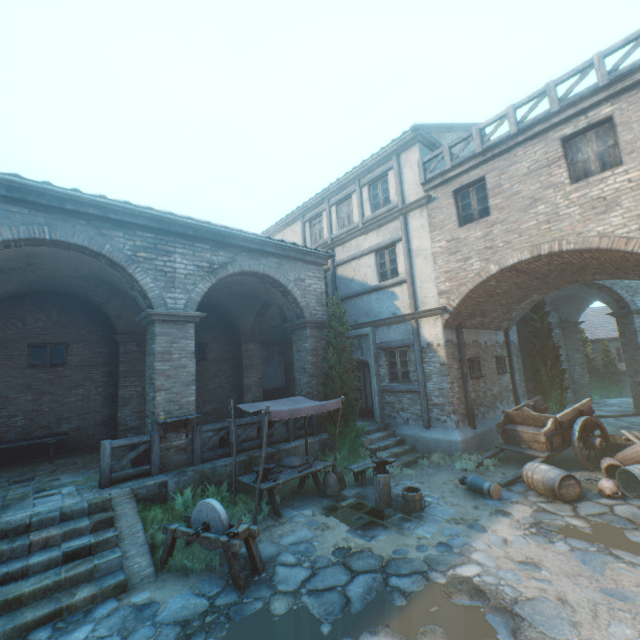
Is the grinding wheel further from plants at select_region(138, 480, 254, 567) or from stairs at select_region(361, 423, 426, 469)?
stairs at select_region(361, 423, 426, 469)

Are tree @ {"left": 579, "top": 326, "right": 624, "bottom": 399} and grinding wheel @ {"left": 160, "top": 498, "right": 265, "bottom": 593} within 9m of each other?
no

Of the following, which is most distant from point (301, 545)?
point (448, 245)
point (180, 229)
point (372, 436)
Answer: point (448, 245)

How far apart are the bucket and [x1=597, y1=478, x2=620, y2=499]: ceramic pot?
3.91m

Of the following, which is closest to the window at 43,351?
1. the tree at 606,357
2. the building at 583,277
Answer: the building at 583,277

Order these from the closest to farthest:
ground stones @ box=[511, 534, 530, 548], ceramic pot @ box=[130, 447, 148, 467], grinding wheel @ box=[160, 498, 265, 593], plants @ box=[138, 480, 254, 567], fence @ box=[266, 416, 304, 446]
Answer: grinding wheel @ box=[160, 498, 265, 593]
ground stones @ box=[511, 534, 530, 548]
plants @ box=[138, 480, 254, 567]
ceramic pot @ box=[130, 447, 148, 467]
fence @ box=[266, 416, 304, 446]

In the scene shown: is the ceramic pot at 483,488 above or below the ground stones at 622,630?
above

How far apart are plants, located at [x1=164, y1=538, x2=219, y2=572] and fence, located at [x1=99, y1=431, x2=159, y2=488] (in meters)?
0.48
